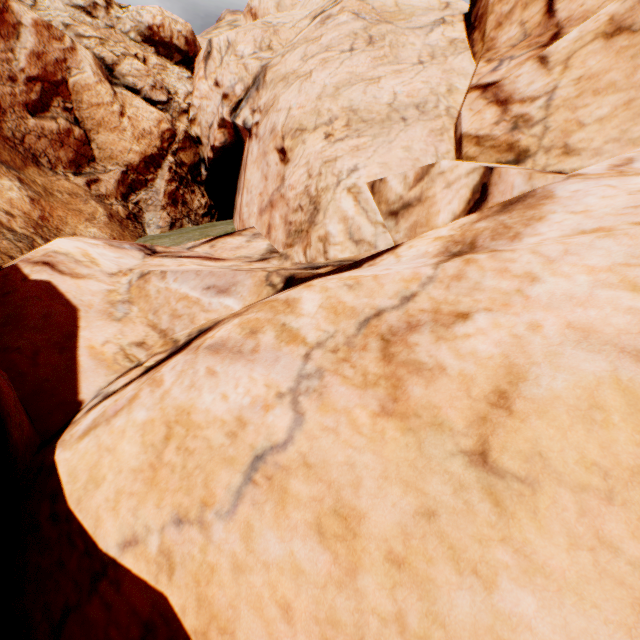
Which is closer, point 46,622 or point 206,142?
point 46,622
